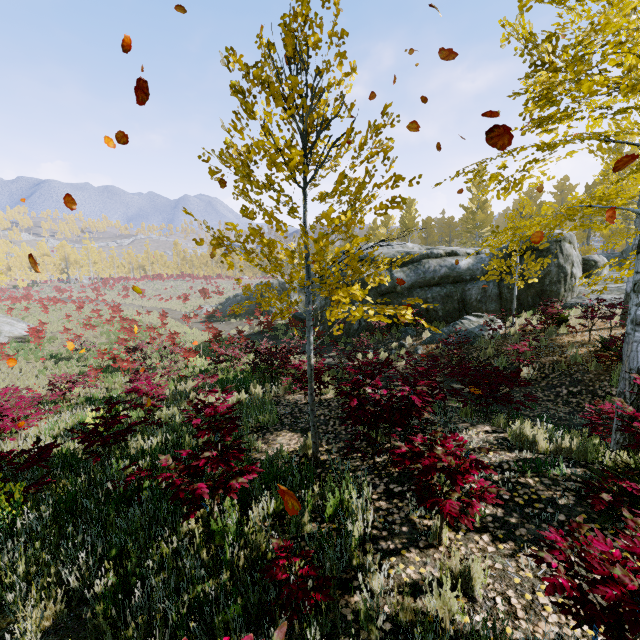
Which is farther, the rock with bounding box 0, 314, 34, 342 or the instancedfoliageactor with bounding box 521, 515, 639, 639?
the rock with bounding box 0, 314, 34, 342

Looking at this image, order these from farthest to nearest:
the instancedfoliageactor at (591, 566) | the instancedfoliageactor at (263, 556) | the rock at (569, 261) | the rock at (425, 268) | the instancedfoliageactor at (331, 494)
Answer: the rock at (569, 261), the rock at (425, 268), the instancedfoliageactor at (331, 494), the instancedfoliageactor at (263, 556), the instancedfoliageactor at (591, 566)

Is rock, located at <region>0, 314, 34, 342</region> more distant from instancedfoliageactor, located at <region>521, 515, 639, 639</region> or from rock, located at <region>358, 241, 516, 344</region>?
instancedfoliageactor, located at <region>521, 515, 639, 639</region>

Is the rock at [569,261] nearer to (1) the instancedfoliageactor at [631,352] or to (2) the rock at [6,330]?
(1) the instancedfoliageactor at [631,352]

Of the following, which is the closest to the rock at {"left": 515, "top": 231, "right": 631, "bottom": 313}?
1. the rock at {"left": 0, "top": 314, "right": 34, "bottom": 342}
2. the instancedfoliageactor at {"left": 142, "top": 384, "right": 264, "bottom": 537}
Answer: the instancedfoliageactor at {"left": 142, "top": 384, "right": 264, "bottom": 537}

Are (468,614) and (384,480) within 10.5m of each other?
yes

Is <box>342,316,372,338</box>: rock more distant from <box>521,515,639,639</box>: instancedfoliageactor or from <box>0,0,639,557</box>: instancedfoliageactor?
<box>0,0,639,557</box>: instancedfoliageactor

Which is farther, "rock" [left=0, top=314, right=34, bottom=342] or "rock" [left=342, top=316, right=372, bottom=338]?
"rock" [left=0, top=314, right=34, bottom=342]
